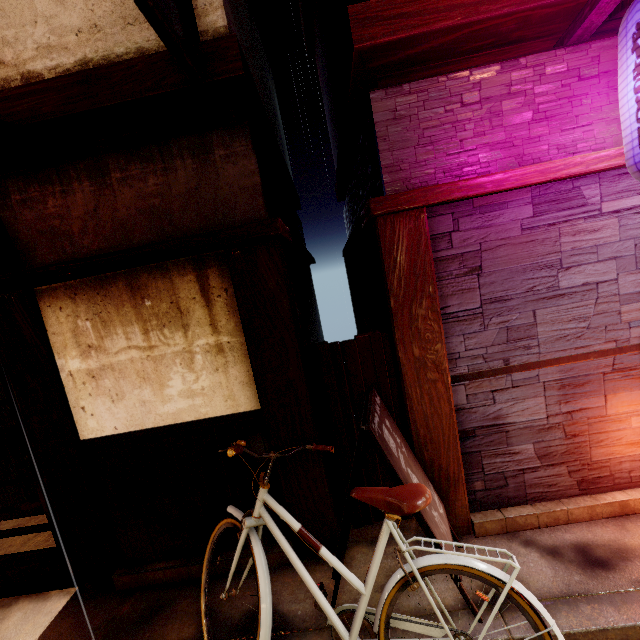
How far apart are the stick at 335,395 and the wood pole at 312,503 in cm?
1

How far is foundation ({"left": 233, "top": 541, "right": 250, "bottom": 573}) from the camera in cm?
527

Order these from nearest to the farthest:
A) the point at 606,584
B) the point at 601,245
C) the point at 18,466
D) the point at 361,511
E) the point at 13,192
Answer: the point at 606,584 → the point at 601,245 → the point at 13,192 → the point at 361,511 → the point at 18,466

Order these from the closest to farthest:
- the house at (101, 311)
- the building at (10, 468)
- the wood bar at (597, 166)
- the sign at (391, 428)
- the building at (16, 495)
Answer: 1. the sign at (391, 428)
2. the wood bar at (597, 166)
3. the house at (101, 311)
4. the building at (16, 495)
5. the building at (10, 468)

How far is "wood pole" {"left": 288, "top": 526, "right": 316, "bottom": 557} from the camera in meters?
5.3 m

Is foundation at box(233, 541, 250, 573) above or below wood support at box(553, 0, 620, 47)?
below

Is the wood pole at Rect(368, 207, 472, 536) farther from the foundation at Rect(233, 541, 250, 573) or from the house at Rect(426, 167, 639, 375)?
the foundation at Rect(233, 541, 250, 573)

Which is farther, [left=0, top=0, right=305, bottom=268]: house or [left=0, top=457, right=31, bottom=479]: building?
[left=0, top=457, right=31, bottom=479]: building
